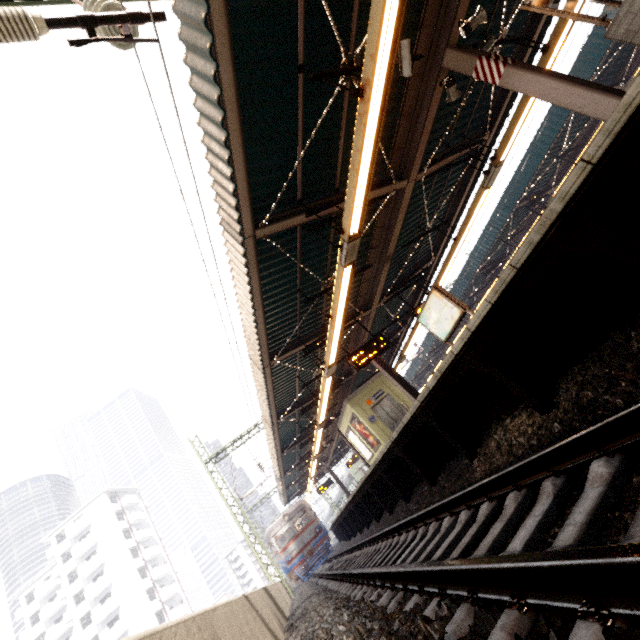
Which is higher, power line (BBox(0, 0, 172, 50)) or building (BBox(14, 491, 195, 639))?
building (BBox(14, 491, 195, 639))

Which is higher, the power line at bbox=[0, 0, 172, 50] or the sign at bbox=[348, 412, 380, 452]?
the power line at bbox=[0, 0, 172, 50]

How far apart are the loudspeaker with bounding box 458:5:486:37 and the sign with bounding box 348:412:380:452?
12.75m

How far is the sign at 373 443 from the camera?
14.00m

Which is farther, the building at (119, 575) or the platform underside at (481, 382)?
the building at (119, 575)

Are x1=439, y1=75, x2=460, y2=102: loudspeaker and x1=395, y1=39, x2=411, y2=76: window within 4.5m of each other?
Answer: yes

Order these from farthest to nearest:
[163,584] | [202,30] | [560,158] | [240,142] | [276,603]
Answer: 1. [163,584]
2. [560,158]
3. [276,603]
4. [240,142]
5. [202,30]

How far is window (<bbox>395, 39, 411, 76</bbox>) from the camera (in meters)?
5.08
